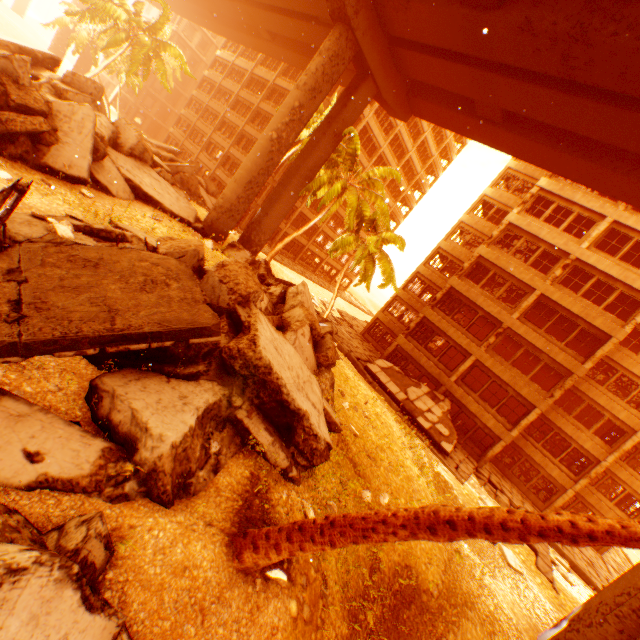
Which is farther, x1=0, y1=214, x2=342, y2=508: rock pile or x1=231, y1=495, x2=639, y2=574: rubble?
x1=0, y1=214, x2=342, y2=508: rock pile

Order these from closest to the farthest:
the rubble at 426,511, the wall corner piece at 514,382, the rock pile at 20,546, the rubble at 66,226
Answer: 1. the rock pile at 20,546
2. the rubble at 426,511
3. the rubble at 66,226
4. the wall corner piece at 514,382

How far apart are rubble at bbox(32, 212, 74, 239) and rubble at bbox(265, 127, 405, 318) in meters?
14.7

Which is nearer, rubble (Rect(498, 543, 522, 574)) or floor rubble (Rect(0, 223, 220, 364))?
floor rubble (Rect(0, 223, 220, 364))

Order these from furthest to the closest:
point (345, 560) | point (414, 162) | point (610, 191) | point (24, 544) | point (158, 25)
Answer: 1. point (414, 162)
2. point (158, 25)
3. point (610, 191)
4. point (345, 560)
5. point (24, 544)

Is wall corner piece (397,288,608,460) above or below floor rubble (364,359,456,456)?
above

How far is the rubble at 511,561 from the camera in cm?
1384

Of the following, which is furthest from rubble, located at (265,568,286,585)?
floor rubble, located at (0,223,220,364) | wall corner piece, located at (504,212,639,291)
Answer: wall corner piece, located at (504,212,639,291)
